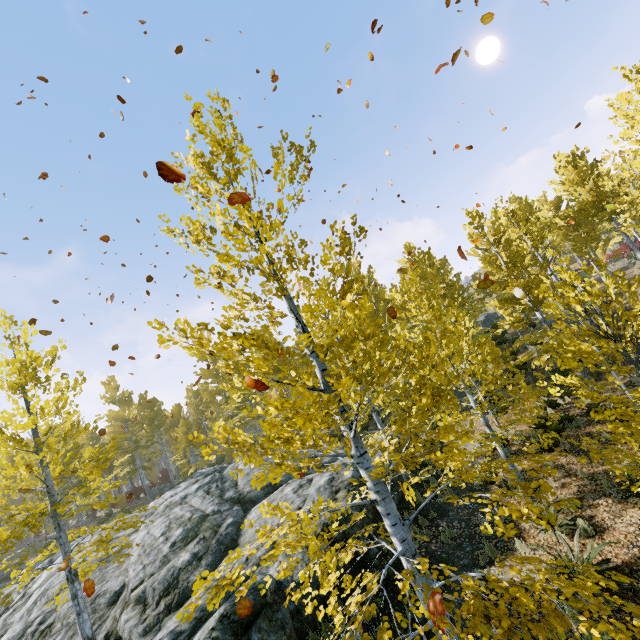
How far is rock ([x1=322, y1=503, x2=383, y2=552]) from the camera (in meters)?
8.96

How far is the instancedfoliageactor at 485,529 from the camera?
3.33m

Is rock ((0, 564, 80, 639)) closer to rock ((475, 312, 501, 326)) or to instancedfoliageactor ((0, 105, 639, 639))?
instancedfoliageactor ((0, 105, 639, 639))

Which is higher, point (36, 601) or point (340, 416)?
point (340, 416)

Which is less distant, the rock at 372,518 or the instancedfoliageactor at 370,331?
the instancedfoliageactor at 370,331
